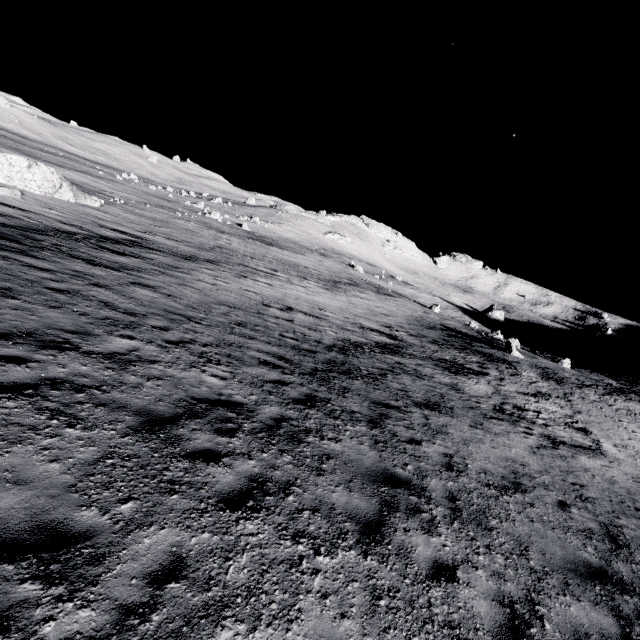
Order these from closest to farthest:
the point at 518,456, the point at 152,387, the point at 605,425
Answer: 1. the point at 152,387
2. the point at 518,456
3. the point at 605,425
